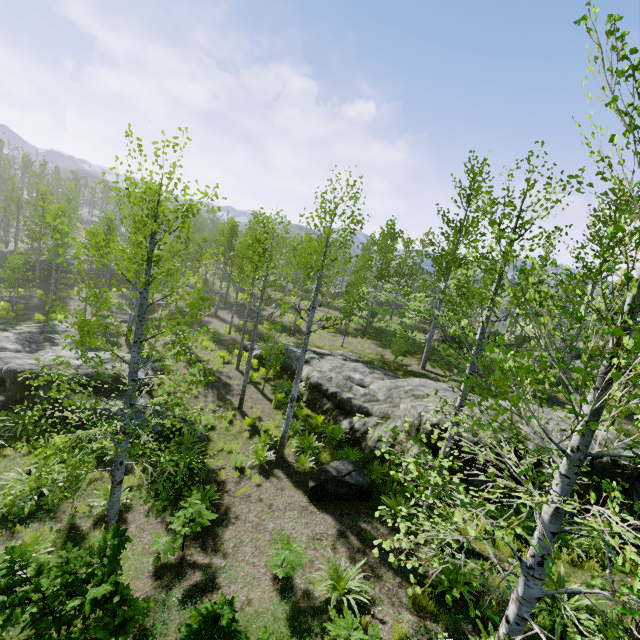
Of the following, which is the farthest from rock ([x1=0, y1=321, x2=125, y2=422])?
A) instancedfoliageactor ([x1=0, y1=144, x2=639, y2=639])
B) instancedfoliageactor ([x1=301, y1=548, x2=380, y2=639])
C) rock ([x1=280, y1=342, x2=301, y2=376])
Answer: instancedfoliageactor ([x1=301, y1=548, x2=380, y2=639])

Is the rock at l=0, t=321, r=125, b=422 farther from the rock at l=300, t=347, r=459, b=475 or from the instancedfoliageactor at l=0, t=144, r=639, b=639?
the rock at l=300, t=347, r=459, b=475

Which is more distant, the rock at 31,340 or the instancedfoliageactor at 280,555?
the rock at 31,340

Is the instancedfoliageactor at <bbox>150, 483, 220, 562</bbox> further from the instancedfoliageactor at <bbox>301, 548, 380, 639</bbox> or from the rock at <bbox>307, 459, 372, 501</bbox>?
the instancedfoliageactor at <bbox>301, 548, 380, 639</bbox>

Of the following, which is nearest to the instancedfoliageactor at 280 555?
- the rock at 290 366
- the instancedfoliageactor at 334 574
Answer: the rock at 290 366

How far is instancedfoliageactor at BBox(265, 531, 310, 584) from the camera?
6.3 meters

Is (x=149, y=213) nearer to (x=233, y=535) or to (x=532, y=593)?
(x=233, y=535)
